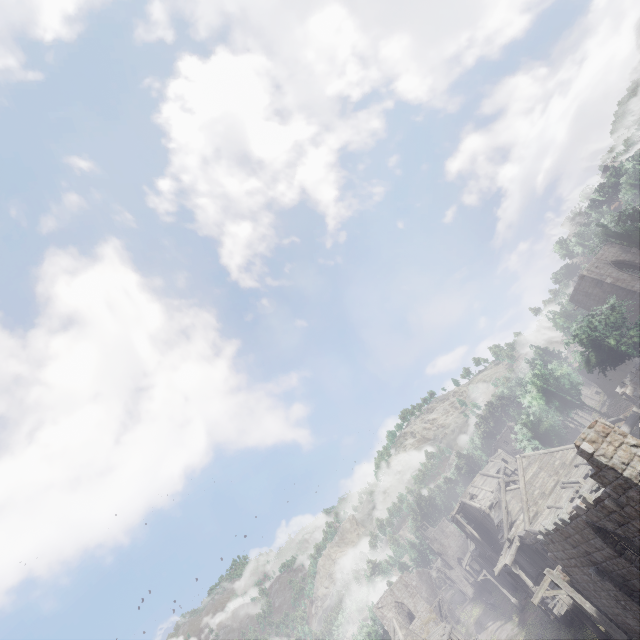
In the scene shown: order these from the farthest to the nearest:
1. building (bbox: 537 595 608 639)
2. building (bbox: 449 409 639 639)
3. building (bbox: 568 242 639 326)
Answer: building (bbox: 568 242 639 326)
building (bbox: 537 595 608 639)
building (bbox: 449 409 639 639)

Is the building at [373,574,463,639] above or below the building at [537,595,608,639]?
above

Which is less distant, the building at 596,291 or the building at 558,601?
the building at 558,601

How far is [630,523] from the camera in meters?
10.6 m

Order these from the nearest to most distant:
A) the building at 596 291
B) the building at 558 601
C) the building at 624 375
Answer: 1. the building at 558 601
2. the building at 624 375
3. the building at 596 291

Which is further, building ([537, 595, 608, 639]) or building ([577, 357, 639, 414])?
building ([577, 357, 639, 414])
